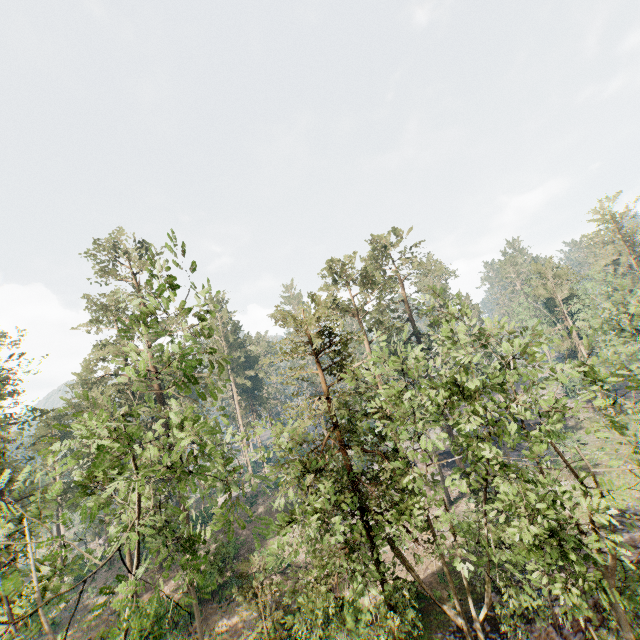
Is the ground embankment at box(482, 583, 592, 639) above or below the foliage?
below

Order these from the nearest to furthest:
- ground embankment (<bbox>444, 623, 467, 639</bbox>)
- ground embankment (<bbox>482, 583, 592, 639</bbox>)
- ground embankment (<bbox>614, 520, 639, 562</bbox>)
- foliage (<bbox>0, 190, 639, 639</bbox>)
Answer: foliage (<bbox>0, 190, 639, 639</bbox>) < ground embankment (<bbox>482, 583, 592, 639</bbox>) < ground embankment (<bbox>444, 623, 467, 639</bbox>) < ground embankment (<bbox>614, 520, 639, 562</bbox>)

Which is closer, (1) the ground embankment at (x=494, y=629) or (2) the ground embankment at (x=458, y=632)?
(1) the ground embankment at (x=494, y=629)

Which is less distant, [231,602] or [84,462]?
[84,462]

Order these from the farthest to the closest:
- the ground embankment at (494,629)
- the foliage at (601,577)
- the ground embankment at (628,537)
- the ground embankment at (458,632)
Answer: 1. the ground embankment at (628,537)
2. the ground embankment at (458,632)
3. the ground embankment at (494,629)
4. the foliage at (601,577)

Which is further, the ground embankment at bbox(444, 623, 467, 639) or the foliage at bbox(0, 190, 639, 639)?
the ground embankment at bbox(444, 623, 467, 639)
